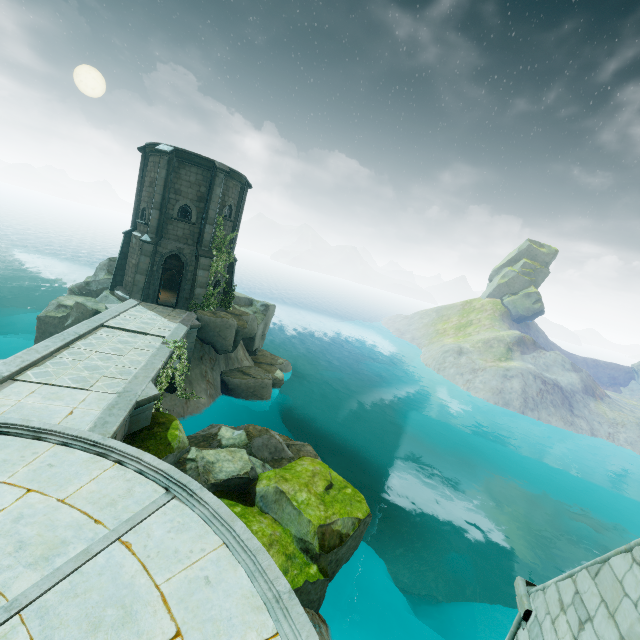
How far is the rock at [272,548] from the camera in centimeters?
940cm

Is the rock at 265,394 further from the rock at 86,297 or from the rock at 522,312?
the rock at 522,312

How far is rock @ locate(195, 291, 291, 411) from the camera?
21.2 meters

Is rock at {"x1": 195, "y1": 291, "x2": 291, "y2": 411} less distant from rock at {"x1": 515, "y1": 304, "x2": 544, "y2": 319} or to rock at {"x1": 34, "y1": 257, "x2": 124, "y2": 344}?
rock at {"x1": 34, "y1": 257, "x2": 124, "y2": 344}

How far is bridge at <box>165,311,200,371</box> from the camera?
16.0m

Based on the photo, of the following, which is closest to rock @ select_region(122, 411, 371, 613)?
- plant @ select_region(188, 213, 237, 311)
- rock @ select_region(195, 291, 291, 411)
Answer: rock @ select_region(195, 291, 291, 411)

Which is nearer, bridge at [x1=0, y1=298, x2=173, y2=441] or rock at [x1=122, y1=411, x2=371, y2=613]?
bridge at [x1=0, y1=298, x2=173, y2=441]

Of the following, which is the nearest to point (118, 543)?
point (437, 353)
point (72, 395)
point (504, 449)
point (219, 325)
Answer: point (72, 395)
